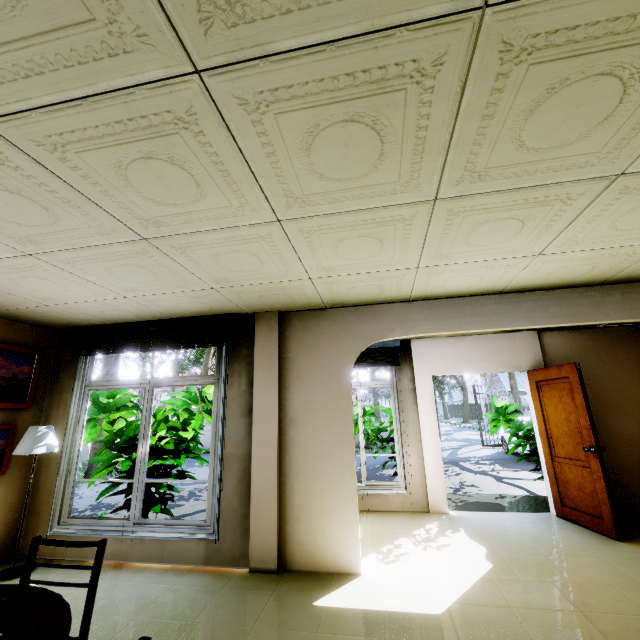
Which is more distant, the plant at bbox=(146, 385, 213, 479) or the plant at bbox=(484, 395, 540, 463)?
the plant at bbox=(484, 395, 540, 463)

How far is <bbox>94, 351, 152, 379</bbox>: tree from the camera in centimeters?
1172cm

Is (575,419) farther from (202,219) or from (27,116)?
(27,116)

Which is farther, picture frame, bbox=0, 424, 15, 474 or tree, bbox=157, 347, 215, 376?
tree, bbox=157, 347, 215, 376

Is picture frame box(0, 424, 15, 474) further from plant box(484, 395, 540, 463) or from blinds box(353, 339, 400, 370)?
plant box(484, 395, 540, 463)

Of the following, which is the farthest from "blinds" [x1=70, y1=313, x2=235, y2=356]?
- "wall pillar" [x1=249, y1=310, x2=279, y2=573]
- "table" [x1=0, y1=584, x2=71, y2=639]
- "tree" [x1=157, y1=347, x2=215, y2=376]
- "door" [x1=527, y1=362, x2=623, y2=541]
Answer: "tree" [x1=157, y1=347, x2=215, y2=376]

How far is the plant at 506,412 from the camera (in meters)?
5.65

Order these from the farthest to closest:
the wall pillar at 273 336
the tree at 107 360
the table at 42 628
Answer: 1. the tree at 107 360
2. the wall pillar at 273 336
3. the table at 42 628
